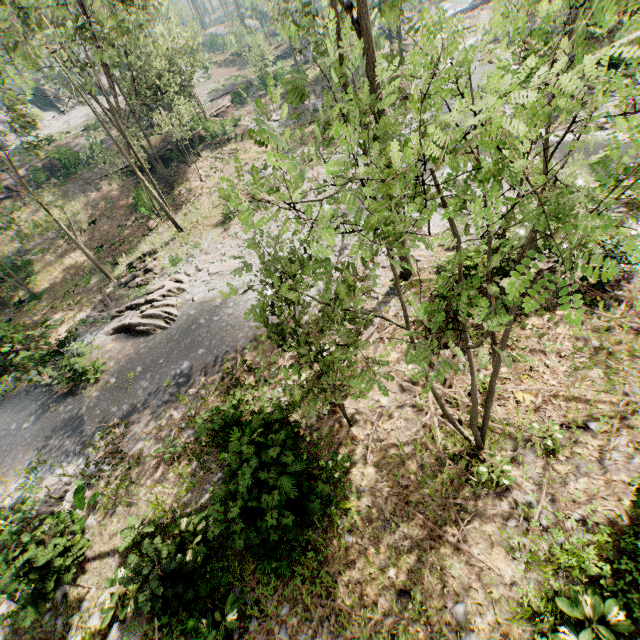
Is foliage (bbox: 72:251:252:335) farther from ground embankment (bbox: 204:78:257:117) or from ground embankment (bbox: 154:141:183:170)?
ground embankment (bbox: 154:141:183:170)

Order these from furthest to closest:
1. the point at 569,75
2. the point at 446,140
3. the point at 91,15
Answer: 1. the point at 91,15
2. the point at 446,140
3. the point at 569,75

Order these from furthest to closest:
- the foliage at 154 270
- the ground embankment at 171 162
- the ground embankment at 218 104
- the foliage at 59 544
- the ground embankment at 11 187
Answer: the ground embankment at 218 104, the ground embankment at 11 187, the ground embankment at 171 162, the foliage at 154 270, the foliage at 59 544

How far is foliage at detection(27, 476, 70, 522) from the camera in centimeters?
1024cm

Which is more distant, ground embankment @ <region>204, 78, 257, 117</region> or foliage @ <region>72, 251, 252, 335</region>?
ground embankment @ <region>204, 78, 257, 117</region>

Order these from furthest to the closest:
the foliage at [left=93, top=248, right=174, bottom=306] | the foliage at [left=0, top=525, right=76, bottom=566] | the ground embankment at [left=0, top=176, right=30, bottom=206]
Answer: the ground embankment at [left=0, top=176, right=30, bottom=206], the foliage at [left=93, top=248, right=174, bottom=306], the foliage at [left=0, top=525, right=76, bottom=566]

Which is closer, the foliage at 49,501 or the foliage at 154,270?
Answer: the foliage at 49,501
